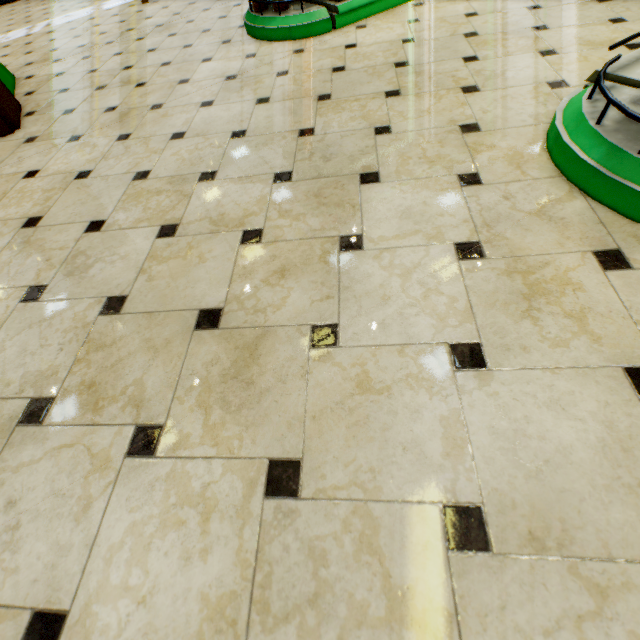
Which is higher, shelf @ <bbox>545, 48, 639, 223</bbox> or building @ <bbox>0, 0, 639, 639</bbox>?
shelf @ <bbox>545, 48, 639, 223</bbox>

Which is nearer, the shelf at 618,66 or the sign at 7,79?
the shelf at 618,66

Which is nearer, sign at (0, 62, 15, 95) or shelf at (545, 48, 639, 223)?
shelf at (545, 48, 639, 223)

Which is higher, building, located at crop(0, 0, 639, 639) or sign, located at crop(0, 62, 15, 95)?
sign, located at crop(0, 62, 15, 95)

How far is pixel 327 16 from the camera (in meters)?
2.75

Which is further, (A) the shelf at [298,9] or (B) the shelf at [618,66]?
(A) the shelf at [298,9]

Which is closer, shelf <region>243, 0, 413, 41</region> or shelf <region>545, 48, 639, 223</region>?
shelf <region>545, 48, 639, 223</region>

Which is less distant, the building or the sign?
the building
